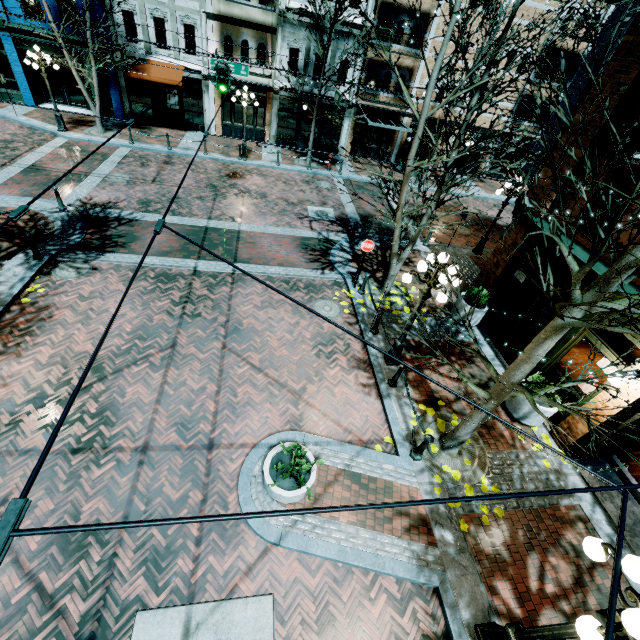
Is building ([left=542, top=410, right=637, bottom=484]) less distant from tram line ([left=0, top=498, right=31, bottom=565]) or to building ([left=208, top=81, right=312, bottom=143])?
tram line ([left=0, top=498, right=31, bottom=565])

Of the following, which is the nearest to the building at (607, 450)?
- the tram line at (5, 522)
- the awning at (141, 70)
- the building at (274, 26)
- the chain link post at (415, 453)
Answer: the chain link post at (415, 453)

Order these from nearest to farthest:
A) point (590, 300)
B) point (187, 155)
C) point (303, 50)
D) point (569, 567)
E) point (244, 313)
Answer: point (590, 300)
point (569, 567)
point (244, 313)
point (187, 155)
point (303, 50)

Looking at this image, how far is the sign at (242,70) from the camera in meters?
14.7

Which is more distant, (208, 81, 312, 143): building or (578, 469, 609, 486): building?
(208, 81, 312, 143): building

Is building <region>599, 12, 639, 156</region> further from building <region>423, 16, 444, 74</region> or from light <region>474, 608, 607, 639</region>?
building <region>423, 16, 444, 74</region>

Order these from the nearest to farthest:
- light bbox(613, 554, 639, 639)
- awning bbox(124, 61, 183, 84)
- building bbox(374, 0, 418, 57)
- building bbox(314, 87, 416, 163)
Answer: light bbox(613, 554, 639, 639) → awning bbox(124, 61, 183, 84) → building bbox(374, 0, 418, 57) → building bbox(314, 87, 416, 163)

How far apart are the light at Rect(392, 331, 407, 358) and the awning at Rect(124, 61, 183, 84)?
19.5m
